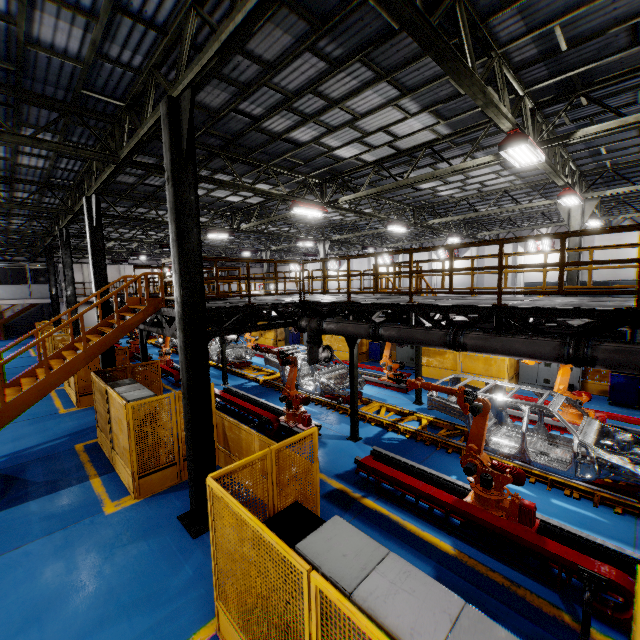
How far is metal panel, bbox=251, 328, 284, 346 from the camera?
24.86m

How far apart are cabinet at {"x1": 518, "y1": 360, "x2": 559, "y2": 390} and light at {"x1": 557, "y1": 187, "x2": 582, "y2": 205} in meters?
5.4 m

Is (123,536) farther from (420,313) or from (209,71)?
(209,71)

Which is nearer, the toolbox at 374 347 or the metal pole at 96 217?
the metal pole at 96 217

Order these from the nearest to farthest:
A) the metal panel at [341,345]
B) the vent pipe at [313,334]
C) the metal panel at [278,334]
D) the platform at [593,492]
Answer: the platform at [593,492] < the vent pipe at [313,334] < the metal panel at [341,345] < the metal panel at [278,334]

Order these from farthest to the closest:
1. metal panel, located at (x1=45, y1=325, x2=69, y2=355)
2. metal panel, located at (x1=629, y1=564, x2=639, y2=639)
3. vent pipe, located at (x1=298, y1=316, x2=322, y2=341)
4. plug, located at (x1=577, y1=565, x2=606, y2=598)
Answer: metal panel, located at (x1=45, y1=325, x2=69, y2=355), vent pipe, located at (x1=298, y1=316, x2=322, y2=341), plug, located at (x1=577, y1=565, x2=606, y2=598), metal panel, located at (x1=629, y1=564, x2=639, y2=639)

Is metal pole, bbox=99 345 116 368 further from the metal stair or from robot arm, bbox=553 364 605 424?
robot arm, bbox=553 364 605 424

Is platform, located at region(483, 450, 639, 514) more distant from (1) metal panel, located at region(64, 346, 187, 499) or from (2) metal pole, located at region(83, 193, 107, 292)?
(2) metal pole, located at region(83, 193, 107, 292)
